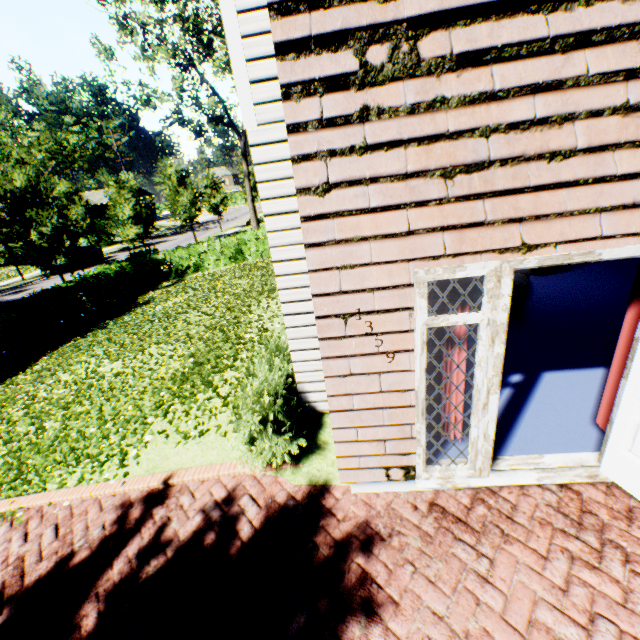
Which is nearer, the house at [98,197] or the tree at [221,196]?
the tree at [221,196]

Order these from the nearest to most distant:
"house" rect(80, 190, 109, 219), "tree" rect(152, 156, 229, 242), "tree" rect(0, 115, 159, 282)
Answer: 1. "tree" rect(0, 115, 159, 282)
2. "tree" rect(152, 156, 229, 242)
3. "house" rect(80, 190, 109, 219)

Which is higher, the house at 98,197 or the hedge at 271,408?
the house at 98,197

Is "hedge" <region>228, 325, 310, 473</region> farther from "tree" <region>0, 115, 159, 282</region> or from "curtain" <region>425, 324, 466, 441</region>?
"tree" <region>0, 115, 159, 282</region>

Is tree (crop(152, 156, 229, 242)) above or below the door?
above

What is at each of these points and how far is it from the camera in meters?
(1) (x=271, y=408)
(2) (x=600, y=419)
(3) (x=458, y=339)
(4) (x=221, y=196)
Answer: (1) hedge, 3.9
(2) curtain, 3.4
(3) curtain, 3.1
(4) tree, 35.0

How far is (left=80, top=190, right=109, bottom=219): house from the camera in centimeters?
5519cm

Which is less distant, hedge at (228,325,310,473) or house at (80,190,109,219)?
hedge at (228,325,310,473)
